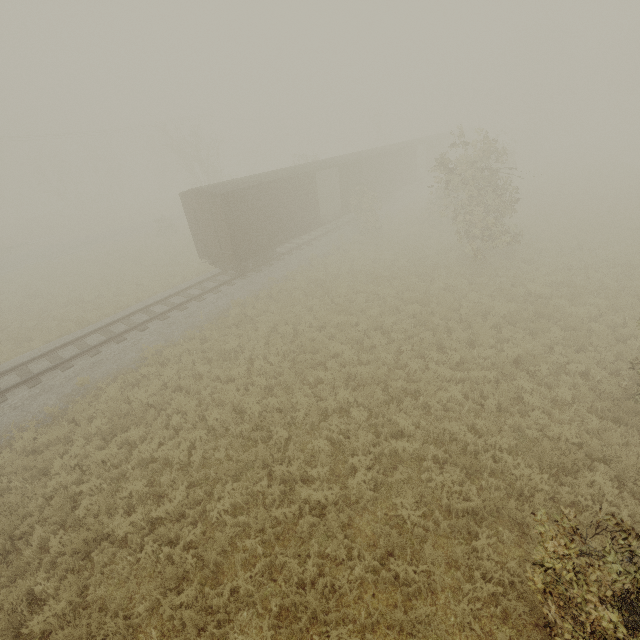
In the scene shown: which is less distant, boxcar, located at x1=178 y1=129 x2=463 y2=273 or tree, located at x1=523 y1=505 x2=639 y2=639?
tree, located at x1=523 y1=505 x2=639 y2=639

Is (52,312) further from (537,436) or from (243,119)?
(243,119)

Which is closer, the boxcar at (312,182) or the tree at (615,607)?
the tree at (615,607)

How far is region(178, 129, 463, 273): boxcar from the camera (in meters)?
16.62

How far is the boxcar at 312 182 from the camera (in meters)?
16.62
